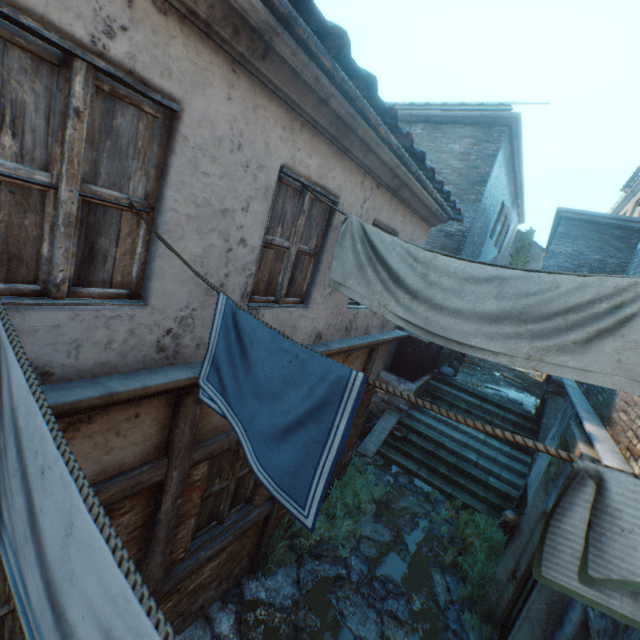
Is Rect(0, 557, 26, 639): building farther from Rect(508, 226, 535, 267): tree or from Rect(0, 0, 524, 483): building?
Rect(508, 226, 535, 267): tree

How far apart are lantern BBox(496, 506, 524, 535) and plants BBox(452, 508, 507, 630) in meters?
1.0

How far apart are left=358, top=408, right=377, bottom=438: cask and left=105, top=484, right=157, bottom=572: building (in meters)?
7.22

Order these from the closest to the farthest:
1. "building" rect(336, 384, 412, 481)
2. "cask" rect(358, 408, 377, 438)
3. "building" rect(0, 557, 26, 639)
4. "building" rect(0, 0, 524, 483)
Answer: "building" rect(0, 0, 524, 483) → "building" rect(0, 557, 26, 639) → "building" rect(336, 384, 412, 481) → "cask" rect(358, 408, 377, 438)

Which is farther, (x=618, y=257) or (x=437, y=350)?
(x=437, y=350)

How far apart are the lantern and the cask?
4.5m

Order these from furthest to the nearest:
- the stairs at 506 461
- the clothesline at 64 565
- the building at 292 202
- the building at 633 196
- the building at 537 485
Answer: the building at 633 196 < the stairs at 506 461 < the building at 537 485 < the building at 292 202 < the clothesline at 64 565

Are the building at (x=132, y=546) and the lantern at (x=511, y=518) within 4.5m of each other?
no
